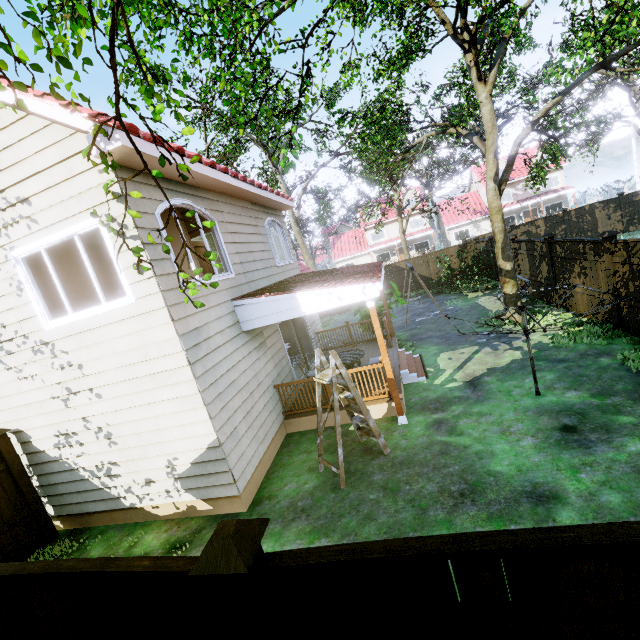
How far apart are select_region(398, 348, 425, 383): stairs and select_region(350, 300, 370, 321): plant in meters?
1.8 m

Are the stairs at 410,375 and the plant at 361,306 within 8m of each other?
yes

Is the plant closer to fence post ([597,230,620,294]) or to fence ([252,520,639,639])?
fence ([252,520,639,639])

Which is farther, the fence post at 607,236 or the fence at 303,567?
the fence post at 607,236

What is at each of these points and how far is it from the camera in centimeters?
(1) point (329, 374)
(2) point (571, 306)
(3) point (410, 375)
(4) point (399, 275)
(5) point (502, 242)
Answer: (1) ladder, 580cm
(2) fence, 1020cm
(3) stairs, 880cm
(4) fence, 2061cm
(5) tree, 1036cm

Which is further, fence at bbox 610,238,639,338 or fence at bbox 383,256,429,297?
fence at bbox 383,256,429,297

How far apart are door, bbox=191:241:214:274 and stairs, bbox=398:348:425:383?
6.2 meters

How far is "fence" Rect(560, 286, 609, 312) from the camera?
8.5 meters
